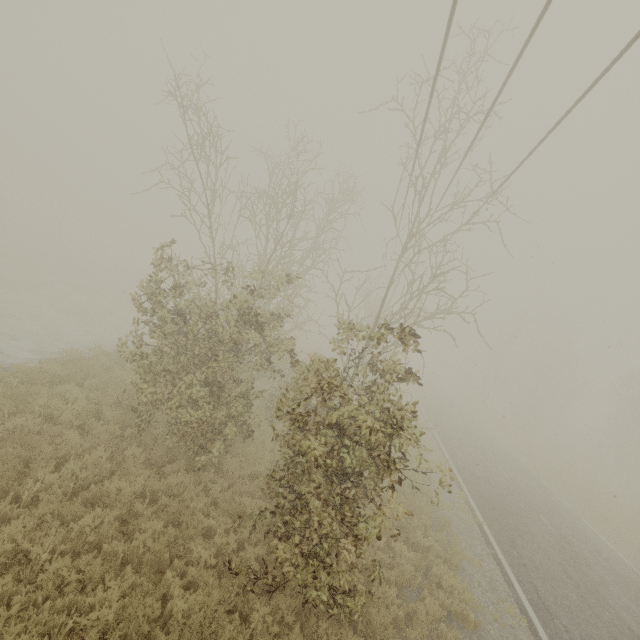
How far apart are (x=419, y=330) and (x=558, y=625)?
38.9m
